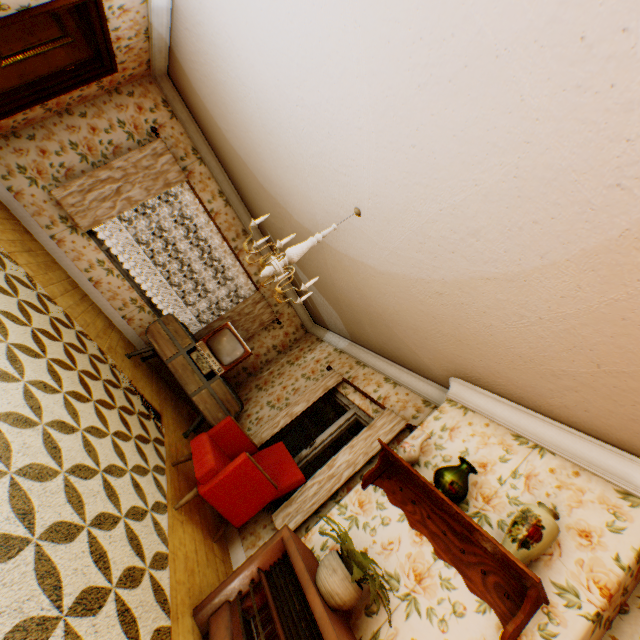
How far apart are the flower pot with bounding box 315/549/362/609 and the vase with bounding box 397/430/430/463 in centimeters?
98cm

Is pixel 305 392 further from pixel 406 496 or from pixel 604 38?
pixel 604 38

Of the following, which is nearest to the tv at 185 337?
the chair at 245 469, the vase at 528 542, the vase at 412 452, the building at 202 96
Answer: the building at 202 96

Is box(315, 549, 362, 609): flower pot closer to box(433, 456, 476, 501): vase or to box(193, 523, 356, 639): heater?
box(193, 523, 356, 639): heater

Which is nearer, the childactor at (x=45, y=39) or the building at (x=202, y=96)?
the building at (x=202, y=96)

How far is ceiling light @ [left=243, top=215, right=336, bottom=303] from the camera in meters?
2.8 m

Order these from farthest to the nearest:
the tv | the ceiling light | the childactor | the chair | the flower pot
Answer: the tv < the childactor < the chair < the ceiling light < the flower pot

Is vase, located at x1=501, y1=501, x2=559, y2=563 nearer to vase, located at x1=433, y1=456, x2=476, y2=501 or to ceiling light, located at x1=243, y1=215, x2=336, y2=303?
vase, located at x1=433, y1=456, x2=476, y2=501
